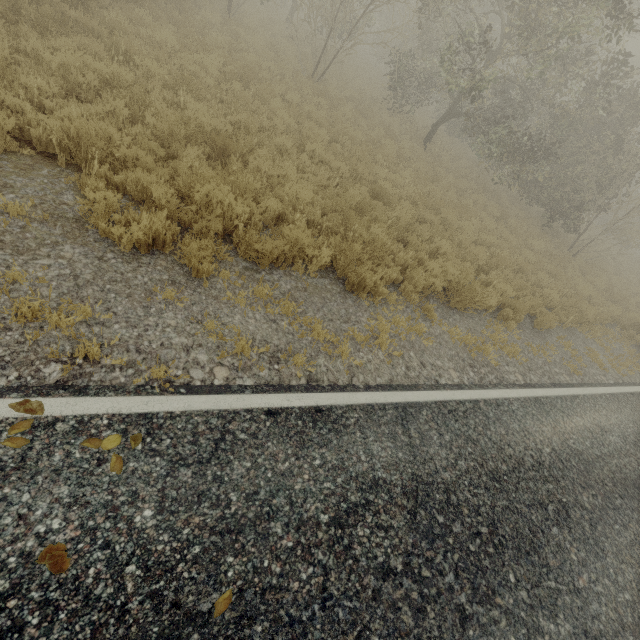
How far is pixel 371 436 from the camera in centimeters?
377cm
